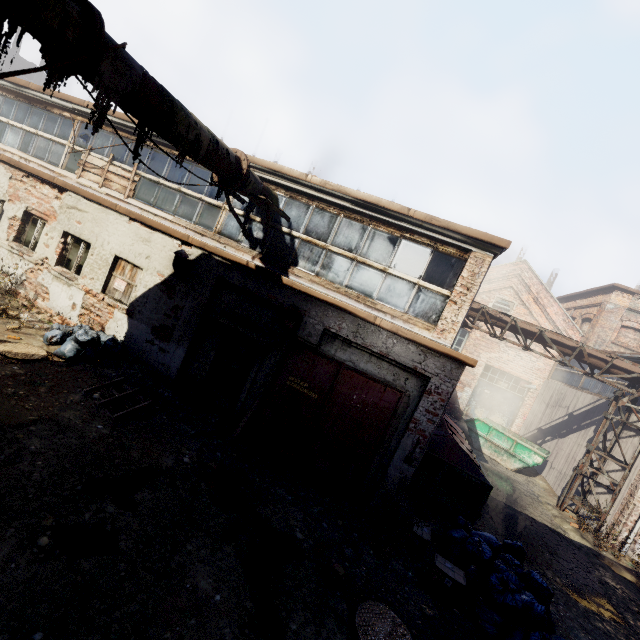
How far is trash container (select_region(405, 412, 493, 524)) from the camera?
7.6m

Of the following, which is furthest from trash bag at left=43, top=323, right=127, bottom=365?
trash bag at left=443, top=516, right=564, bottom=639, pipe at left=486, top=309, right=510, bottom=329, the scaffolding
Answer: pipe at left=486, top=309, right=510, bottom=329

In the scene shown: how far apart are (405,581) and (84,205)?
11.7m

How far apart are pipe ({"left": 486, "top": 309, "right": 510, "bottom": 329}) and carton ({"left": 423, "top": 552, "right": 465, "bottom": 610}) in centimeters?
930cm

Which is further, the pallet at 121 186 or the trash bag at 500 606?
the pallet at 121 186

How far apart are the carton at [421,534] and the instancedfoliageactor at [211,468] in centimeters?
386cm

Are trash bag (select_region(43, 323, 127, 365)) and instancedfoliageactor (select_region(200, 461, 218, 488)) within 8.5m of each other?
yes

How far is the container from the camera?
14.19m
